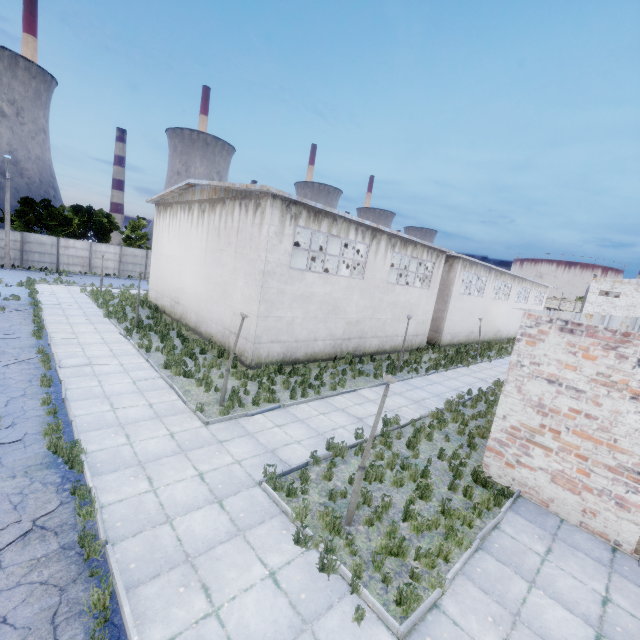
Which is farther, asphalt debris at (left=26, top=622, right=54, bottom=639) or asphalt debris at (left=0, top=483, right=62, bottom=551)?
asphalt debris at (left=0, top=483, right=62, bottom=551)

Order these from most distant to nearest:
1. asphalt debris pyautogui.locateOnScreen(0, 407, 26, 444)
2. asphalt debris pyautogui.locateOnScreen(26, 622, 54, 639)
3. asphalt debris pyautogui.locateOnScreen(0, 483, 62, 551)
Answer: asphalt debris pyautogui.locateOnScreen(0, 407, 26, 444)
asphalt debris pyautogui.locateOnScreen(0, 483, 62, 551)
asphalt debris pyautogui.locateOnScreen(26, 622, 54, 639)

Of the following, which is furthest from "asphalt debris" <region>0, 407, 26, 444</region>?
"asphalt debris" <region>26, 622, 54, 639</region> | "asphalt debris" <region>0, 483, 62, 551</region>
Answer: "asphalt debris" <region>26, 622, 54, 639</region>

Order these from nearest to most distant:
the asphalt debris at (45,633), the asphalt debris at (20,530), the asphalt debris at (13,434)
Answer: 1. the asphalt debris at (45,633)
2. the asphalt debris at (20,530)
3. the asphalt debris at (13,434)

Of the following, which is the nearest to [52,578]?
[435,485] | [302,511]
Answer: [302,511]

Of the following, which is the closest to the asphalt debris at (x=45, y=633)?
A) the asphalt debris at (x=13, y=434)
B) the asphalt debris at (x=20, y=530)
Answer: the asphalt debris at (x=20, y=530)

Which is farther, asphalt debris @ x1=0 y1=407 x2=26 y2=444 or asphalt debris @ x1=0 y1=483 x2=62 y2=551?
asphalt debris @ x1=0 y1=407 x2=26 y2=444
